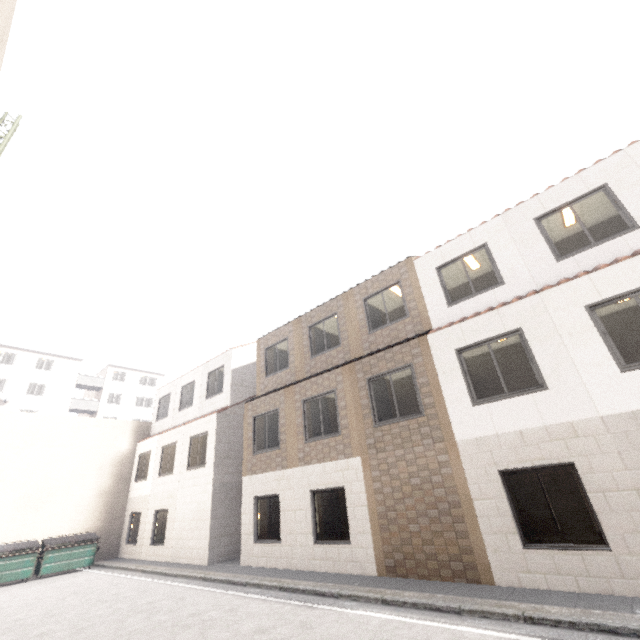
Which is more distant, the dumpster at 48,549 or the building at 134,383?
the building at 134,383

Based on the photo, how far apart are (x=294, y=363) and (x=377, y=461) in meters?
6.0 m

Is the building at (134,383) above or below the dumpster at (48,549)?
above

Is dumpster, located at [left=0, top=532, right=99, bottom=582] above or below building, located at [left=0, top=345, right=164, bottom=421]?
below

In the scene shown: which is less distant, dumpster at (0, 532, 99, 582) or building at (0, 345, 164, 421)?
dumpster at (0, 532, 99, 582)
